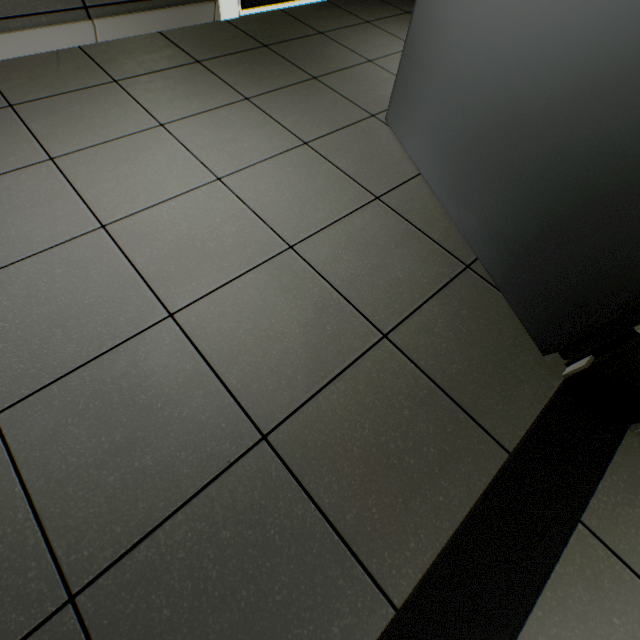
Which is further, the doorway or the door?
the doorway

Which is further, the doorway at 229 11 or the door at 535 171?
the doorway at 229 11

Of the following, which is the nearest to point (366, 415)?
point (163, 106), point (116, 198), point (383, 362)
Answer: point (383, 362)
